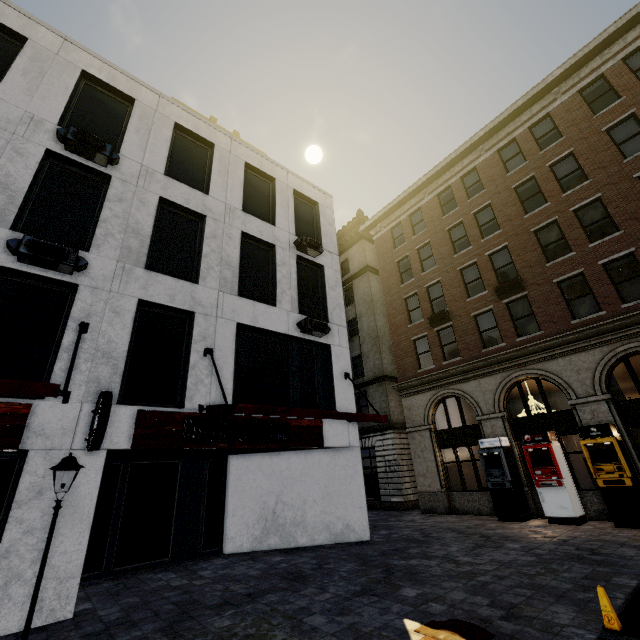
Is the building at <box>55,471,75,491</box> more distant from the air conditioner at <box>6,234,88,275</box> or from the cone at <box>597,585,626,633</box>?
the cone at <box>597,585,626,633</box>

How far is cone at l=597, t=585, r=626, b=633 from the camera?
4.5m

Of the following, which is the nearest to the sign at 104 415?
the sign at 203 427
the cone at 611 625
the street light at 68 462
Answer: the sign at 203 427

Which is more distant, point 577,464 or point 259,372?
point 577,464

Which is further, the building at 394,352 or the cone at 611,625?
the building at 394,352

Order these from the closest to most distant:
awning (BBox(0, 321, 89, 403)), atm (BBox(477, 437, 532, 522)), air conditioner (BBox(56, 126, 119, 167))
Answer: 1. awning (BBox(0, 321, 89, 403))
2. air conditioner (BBox(56, 126, 119, 167))
3. atm (BBox(477, 437, 532, 522))

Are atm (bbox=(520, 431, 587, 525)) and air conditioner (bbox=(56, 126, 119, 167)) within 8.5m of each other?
no

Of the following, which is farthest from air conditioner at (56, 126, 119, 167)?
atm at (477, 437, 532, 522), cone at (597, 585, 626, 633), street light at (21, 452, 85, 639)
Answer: atm at (477, 437, 532, 522)
